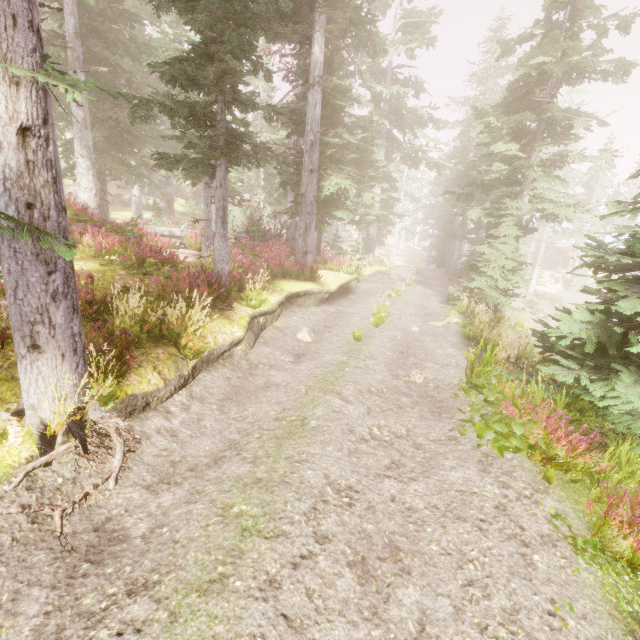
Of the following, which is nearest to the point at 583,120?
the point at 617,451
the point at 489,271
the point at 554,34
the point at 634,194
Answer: the point at 554,34

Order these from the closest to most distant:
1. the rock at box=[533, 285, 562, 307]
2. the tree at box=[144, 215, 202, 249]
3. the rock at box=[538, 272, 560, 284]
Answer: the tree at box=[144, 215, 202, 249], the rock at box=[533, 285, 562, 307], the rock at box=[538, 272, 560, 284]

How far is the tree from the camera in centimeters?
1748cm

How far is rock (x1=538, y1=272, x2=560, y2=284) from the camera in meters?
44.9

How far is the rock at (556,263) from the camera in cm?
5084

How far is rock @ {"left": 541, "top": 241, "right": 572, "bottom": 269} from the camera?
50.8 meters

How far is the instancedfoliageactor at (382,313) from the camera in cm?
1216

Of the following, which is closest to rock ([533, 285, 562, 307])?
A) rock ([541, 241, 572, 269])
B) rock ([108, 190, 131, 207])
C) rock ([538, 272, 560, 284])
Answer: rock ([538, 272, 560, 284])
